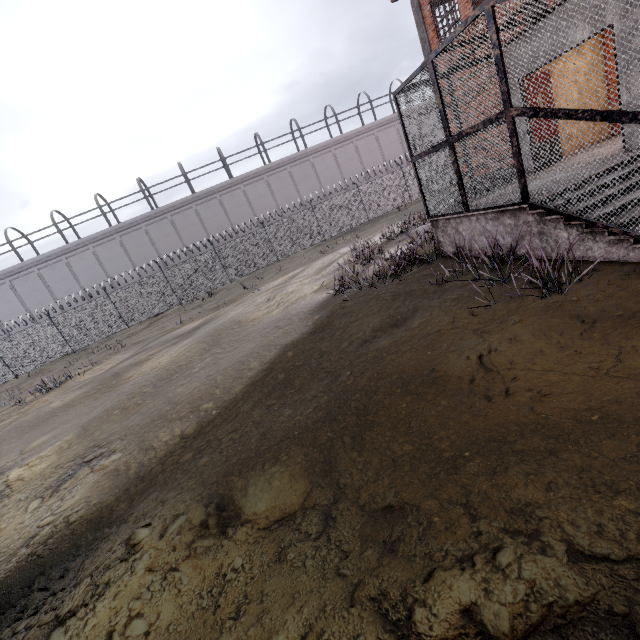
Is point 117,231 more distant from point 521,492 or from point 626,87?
point 521,492
